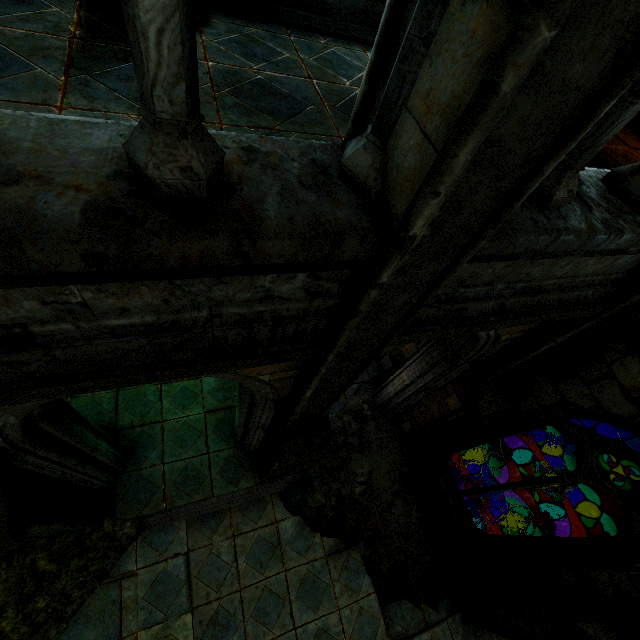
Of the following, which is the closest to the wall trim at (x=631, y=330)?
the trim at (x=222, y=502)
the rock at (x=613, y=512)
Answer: the trim at (x=222, y=502)

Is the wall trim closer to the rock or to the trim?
the trim

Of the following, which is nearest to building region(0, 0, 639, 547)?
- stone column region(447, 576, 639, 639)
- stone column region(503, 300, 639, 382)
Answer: stone column region(503, 300, 639, 382)

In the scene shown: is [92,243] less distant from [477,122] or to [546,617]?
[477,122]

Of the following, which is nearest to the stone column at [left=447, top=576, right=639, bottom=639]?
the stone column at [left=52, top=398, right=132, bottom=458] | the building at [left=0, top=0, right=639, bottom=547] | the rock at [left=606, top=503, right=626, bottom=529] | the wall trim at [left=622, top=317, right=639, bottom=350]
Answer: the wall trim at [left=622, top=317, right=639, bottom=350]

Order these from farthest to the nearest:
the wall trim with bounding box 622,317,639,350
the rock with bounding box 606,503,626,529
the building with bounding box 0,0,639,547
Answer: the rock with bounding box 606,503,626,529
the wall trim with bounding box 622,317,639,350
the building with bounding box 0,0,639,547

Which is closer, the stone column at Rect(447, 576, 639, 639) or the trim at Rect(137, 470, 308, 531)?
the stone column at Rect(447, 576, 639, 639)

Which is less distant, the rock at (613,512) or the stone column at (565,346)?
the stone column at (565,346)
